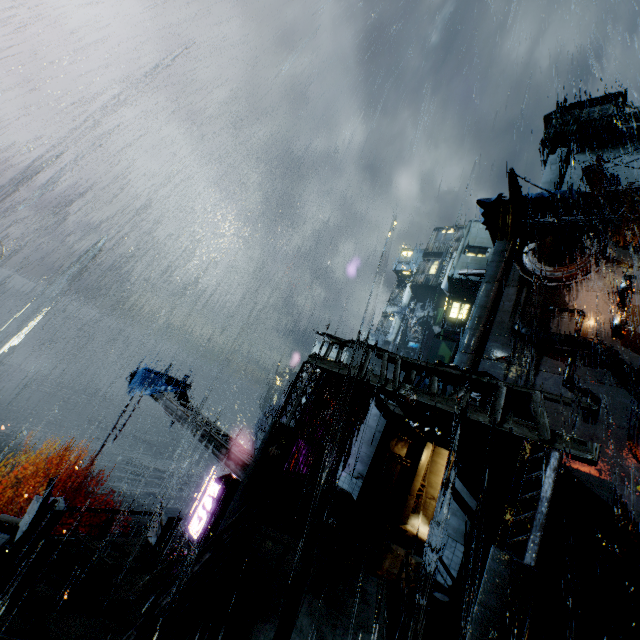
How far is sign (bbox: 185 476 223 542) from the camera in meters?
17.9 m

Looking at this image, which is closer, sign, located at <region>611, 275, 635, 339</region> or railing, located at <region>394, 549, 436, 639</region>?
railing, located at <region>394, 549, 436, 639</region>

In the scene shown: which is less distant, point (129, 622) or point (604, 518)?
point (129, 622)

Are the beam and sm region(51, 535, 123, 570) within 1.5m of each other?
no

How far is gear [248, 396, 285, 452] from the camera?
31.4 meters

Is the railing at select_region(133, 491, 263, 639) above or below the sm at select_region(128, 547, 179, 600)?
above

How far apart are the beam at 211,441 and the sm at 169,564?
4.1 meters

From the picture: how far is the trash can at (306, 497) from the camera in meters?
12.6 m
